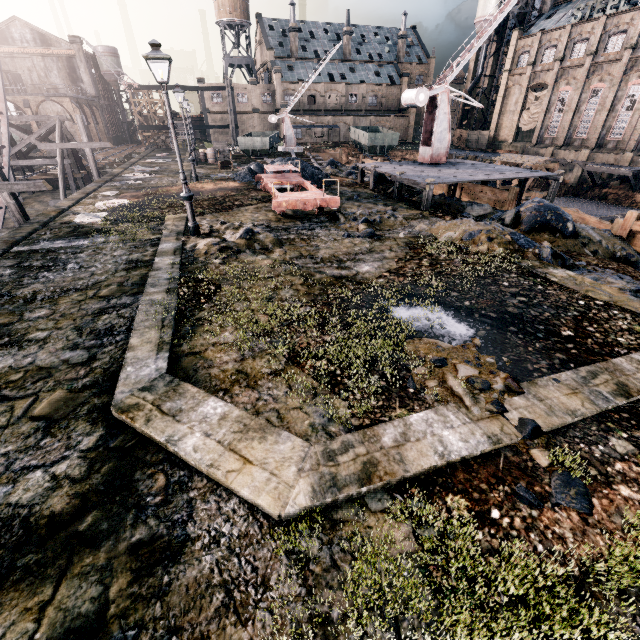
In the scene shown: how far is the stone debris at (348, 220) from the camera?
13.0m

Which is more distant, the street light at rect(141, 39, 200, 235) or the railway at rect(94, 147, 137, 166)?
the railway at rect(94, 147, 137, 166)

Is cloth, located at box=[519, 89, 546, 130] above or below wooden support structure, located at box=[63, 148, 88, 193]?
above

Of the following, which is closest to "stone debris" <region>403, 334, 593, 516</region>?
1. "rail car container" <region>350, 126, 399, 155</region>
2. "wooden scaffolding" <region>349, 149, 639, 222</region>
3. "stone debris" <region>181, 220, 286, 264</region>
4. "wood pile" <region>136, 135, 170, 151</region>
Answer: "stone debris" <region>181, 220, 286, 264</region>

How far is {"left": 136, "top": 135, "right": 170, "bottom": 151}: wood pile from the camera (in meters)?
53.28

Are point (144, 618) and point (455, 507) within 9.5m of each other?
yes

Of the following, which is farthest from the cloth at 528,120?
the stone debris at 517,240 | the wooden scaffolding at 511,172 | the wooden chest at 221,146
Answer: the wooden chest at 221,146

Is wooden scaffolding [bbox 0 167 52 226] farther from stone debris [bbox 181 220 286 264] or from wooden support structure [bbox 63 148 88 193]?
wooden support structure [bbox 63 148 88 193]
